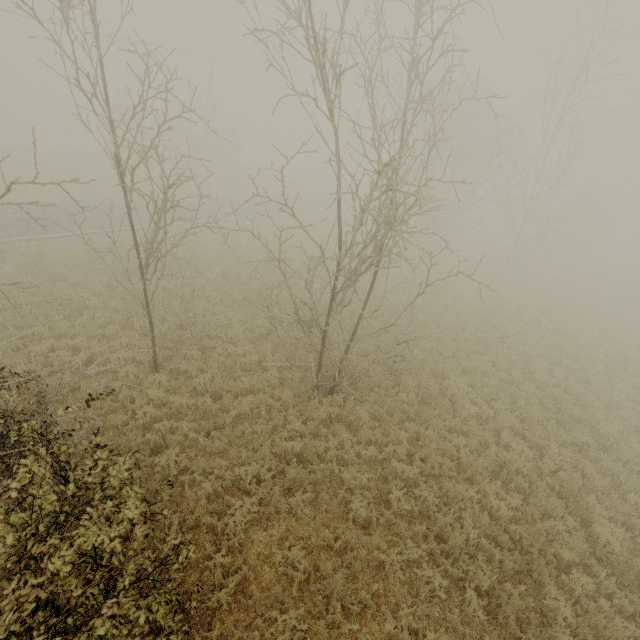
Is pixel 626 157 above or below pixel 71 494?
above
